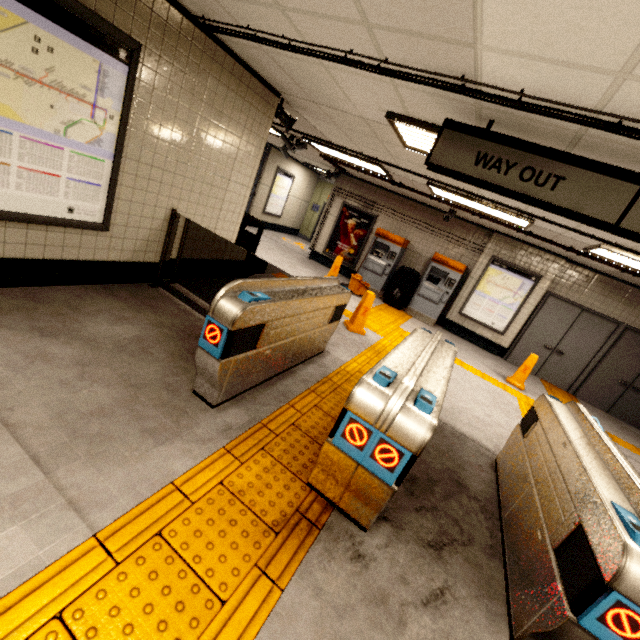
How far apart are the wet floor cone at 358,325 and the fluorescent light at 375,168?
2.6m

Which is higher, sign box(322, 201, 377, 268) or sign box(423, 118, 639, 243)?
sign box(423, 118, 639, 243)

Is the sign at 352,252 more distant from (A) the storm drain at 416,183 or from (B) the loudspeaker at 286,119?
(B) the loudspeaker at 286,119

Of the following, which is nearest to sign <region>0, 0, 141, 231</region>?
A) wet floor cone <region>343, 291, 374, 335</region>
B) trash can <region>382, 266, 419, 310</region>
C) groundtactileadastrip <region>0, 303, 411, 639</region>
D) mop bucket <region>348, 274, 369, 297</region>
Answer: groundtactileadastrip <region>0, 303, 411, 639</region>

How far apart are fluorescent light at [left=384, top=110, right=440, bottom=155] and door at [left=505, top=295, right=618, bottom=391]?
5.6 meters

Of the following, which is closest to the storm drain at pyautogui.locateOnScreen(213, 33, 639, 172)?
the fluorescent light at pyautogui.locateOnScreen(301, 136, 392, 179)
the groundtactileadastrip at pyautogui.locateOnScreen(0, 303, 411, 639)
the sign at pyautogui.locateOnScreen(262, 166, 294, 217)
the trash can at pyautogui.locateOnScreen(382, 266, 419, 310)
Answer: the fluorescent light at pyautogui.locateOnScreen(301, 136, 392, 179)

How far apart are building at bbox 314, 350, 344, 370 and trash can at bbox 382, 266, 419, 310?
5.11m

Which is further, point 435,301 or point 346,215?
point 346,215
